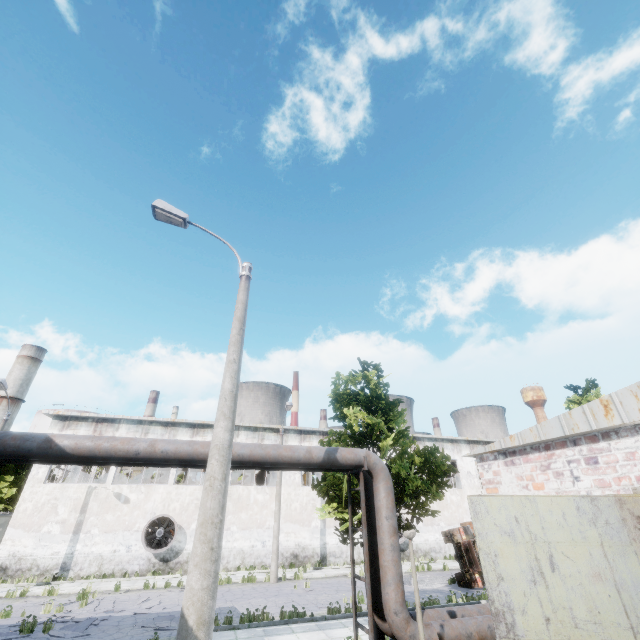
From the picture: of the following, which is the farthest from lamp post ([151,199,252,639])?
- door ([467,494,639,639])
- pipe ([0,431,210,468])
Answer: door ([467,494,639,639])

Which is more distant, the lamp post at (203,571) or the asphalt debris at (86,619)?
the asphalt debris at (86,619)

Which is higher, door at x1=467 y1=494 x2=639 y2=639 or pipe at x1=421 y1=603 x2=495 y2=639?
door at x1=467 y1=494 x2=639 y2=639

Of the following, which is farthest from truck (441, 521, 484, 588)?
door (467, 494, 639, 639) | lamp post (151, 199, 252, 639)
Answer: lamp post (151, 199, 252, 639)

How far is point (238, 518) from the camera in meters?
24.0

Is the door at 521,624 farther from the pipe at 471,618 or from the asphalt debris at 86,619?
the asphalt debris at 86,619

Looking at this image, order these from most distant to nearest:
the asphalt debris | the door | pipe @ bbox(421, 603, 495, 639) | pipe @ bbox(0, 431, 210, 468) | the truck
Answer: the truck < the asphalt debris < pipe @ bbox(421, 603, 495, 639) < pipe @ bbox(0, 431, 210, 468) < the door

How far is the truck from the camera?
17.6 meters
